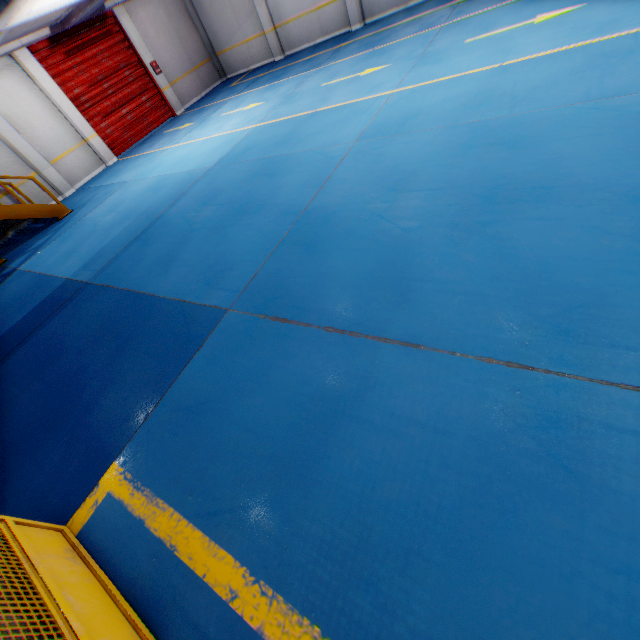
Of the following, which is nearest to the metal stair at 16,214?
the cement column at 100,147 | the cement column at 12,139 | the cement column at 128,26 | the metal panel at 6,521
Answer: the cement column at 12,139

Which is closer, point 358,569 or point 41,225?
point 358,569

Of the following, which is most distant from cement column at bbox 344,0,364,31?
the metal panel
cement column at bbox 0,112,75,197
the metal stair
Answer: the metal panel

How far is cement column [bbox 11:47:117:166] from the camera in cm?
1054

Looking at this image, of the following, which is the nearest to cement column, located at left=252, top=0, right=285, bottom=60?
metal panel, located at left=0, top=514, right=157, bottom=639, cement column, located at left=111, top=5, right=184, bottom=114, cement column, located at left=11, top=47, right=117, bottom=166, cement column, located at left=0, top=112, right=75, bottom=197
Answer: cement column, located at left=111, top=5, right=184, bottom=114

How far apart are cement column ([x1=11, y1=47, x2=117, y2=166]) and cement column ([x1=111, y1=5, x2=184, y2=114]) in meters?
3.7

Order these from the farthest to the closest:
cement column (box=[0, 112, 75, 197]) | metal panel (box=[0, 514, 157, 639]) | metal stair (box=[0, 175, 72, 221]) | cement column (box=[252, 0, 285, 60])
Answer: cement column (box=[252, 0, 285, 60]) → cement column (box=[0, 112, 75, 197]) → metal stair (box=[0, 175, 72, 221]) → metal panel (box=[0, 514, 157, 639])

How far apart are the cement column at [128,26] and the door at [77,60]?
0.0m
